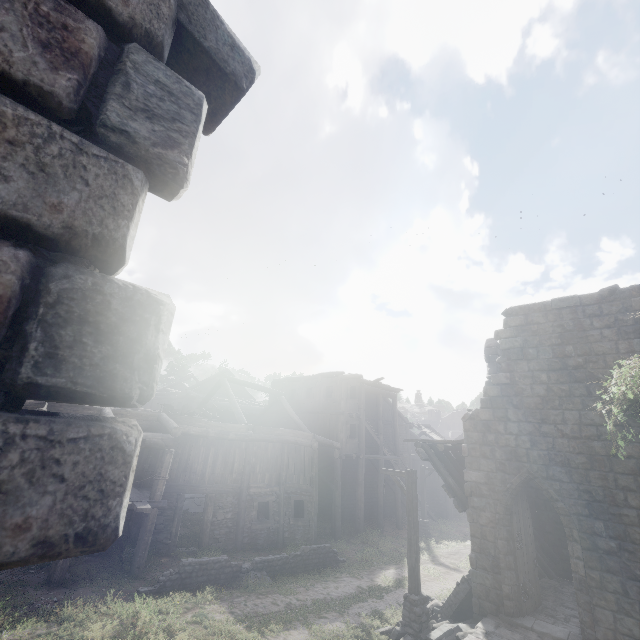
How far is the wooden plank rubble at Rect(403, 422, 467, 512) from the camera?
11.6 meters

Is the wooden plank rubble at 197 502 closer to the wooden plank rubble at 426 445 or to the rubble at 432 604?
the rubble at 432 604

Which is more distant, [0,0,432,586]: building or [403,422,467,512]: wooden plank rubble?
[403,422,467,512]: wooden plank rubble

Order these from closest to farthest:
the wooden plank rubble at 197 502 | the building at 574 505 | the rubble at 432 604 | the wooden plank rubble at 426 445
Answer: the building at 574 505, the rubble at 432 604, the wooden plank rubble at 426 445, the wooden plank rubble at 197 502

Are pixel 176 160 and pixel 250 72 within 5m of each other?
yes

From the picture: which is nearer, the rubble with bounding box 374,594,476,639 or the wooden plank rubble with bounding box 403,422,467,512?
the rubble with bounding box 374,594,476,639

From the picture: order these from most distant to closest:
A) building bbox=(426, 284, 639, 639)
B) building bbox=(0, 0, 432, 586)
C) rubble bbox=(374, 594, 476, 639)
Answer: rubble bbox=(374, 594, 476, 639)
building bbox=(426, 284, 639, 639)
building bbox=(0, 0, 432, 586)

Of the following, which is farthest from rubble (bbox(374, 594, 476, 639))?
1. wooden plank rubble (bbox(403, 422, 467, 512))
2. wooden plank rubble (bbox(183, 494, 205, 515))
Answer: wooden plank rubble (bbox(183, 494, 205, 515))
